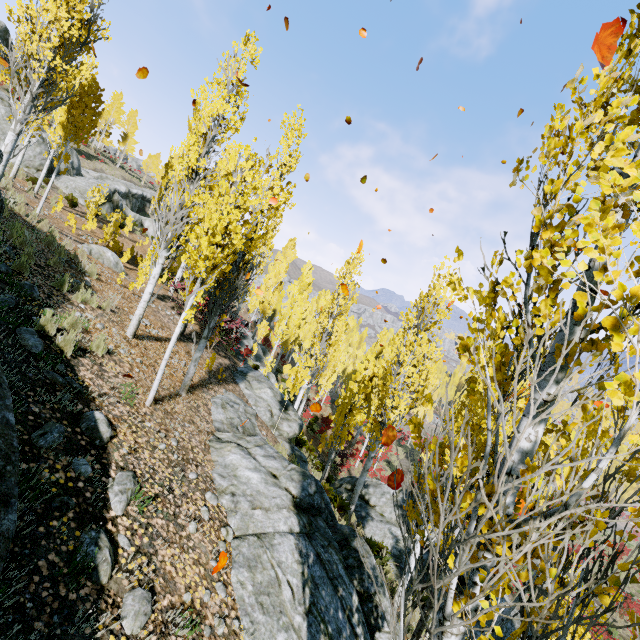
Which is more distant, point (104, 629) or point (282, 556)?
point (282, 556)

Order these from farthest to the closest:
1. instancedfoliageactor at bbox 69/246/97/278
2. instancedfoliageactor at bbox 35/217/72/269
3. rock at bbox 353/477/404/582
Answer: rock at bbox 353/477/404/582 → instancedfoliageactor at bbox 69/246/97/278 → instancedfoliageactor at bbox 35/217/72/269

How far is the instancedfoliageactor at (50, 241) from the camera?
8.31m

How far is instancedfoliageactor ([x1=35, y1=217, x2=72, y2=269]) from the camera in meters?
8.3

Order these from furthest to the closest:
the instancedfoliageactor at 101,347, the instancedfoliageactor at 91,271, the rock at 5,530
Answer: the instancedfoliageactor at 91,271 < the instancedfoliageactor at 101,347 < the rock at 5,530

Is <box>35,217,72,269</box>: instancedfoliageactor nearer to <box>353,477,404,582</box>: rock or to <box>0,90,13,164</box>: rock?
<box>353,477,404,582</box>: rock

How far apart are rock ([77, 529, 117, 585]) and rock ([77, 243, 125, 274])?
13.07m

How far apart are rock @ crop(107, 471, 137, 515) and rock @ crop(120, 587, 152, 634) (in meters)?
0.83
